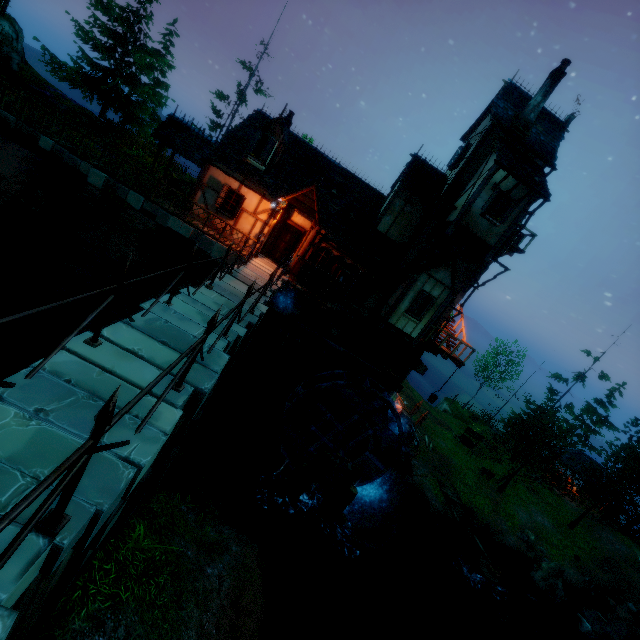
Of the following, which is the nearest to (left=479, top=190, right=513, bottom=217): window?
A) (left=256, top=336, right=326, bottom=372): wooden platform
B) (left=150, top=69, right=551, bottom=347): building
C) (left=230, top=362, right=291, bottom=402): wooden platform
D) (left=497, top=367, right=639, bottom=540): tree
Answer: (left=150, top=69, right=551, bottom=347): building

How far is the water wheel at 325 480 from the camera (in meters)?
17.09

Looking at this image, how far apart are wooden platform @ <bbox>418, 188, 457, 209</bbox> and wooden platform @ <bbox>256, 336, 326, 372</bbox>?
10.34m

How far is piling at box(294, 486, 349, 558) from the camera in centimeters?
1545cm

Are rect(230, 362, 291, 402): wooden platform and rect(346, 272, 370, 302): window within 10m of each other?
yes

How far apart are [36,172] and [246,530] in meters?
17.0 m

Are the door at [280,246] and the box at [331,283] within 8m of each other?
yes

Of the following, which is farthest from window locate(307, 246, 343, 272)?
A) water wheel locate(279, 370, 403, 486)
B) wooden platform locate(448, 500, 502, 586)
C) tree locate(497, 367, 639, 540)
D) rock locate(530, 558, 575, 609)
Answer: rock locate(530, 558, 575, 609)
